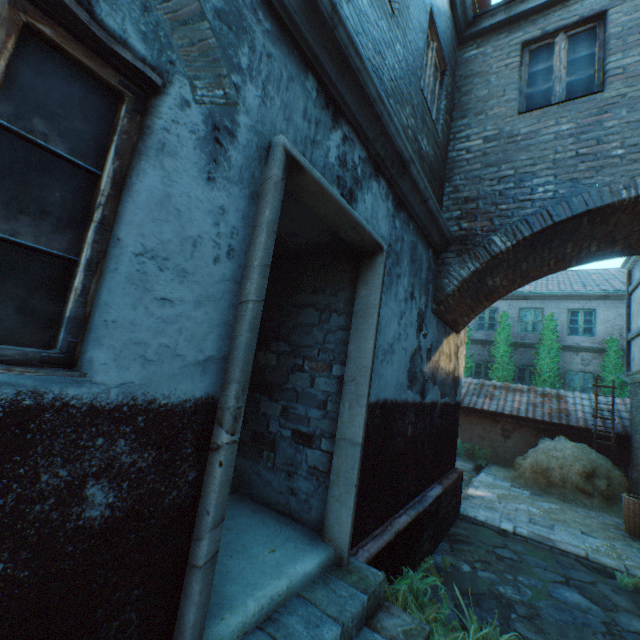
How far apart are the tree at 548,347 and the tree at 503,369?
0.7m

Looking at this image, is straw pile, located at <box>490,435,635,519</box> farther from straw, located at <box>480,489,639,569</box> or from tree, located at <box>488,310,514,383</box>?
tree, located at <box>488,310,514,383</box>

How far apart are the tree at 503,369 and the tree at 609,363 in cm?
306

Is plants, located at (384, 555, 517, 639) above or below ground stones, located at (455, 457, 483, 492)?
above

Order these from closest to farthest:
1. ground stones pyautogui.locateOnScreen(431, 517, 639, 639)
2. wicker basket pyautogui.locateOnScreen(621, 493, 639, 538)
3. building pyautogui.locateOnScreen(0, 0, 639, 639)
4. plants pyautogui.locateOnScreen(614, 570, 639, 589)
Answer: building pyautogui.locateOnScreen(0, 0, 639, 639)
ground stones pyautogui.locateOnScreen(431, 517, 639, 639)
plants pyautogui.locateOnScreen(614, 570, 639, 589)
wicker basket pyautogui.locateOnScreen(621, 493, 639, 538)

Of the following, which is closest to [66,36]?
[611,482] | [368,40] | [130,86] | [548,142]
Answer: [130,86]

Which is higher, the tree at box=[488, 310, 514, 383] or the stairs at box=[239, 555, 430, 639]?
the tree at box=[488, 310, 514, 383]

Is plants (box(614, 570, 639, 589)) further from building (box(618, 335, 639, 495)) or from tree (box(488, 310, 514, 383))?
tree (box(488, 310, 514, 383))
